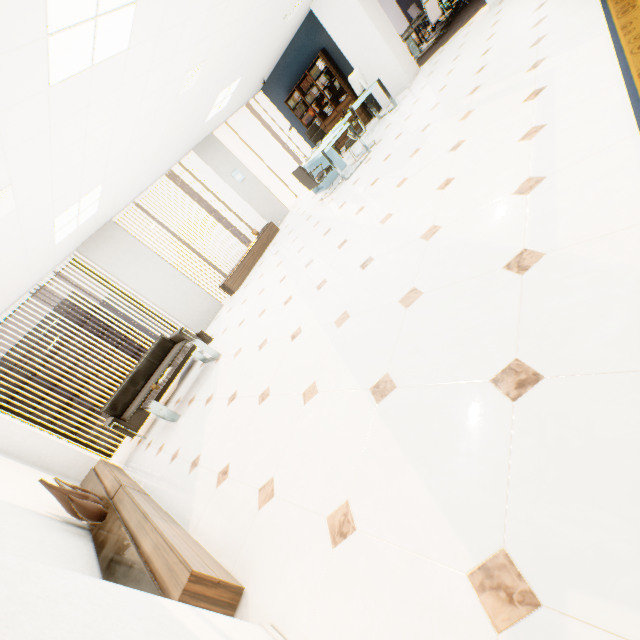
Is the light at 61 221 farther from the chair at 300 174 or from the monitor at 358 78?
the monitor at 358 78

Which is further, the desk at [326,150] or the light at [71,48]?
the desk at [326,150]

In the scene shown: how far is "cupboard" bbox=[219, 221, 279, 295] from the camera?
7.9m

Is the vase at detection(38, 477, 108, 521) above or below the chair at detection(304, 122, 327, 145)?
below

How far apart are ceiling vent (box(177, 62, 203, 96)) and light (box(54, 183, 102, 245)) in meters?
1.9

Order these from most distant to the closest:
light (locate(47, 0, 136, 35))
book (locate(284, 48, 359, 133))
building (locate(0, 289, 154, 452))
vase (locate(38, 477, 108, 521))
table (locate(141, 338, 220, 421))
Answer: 1. building (locate(0, 289, 154, 452))
2. book (locate(284, 48, 359, 133))
3. table (locate(141, 338, 220, 421))
4. vase (locate(38, 477, 108, 521))
5. light (locate(47, 0, 136, 35))

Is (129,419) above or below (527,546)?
above

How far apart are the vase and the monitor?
Result: 9.0 meters
